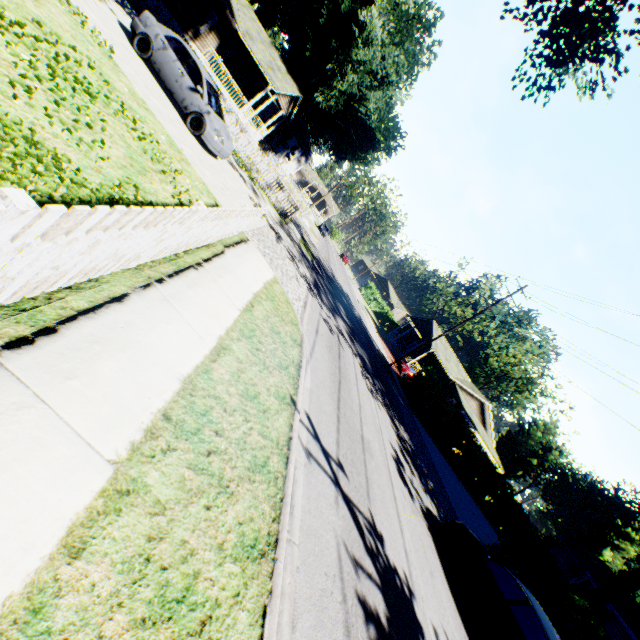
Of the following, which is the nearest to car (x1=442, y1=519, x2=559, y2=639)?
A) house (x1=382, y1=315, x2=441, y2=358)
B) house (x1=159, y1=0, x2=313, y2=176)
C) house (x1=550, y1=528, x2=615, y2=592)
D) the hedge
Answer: house (x1=550, y1=528, x2=615, y2=592)

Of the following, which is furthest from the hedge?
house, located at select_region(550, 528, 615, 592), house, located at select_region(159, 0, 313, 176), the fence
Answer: the fence

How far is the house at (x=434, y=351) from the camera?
37.72m

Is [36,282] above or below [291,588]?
above

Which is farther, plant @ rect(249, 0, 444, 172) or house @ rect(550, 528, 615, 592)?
plant @ rect(249, 0, 444, 172)

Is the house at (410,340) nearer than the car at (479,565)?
No

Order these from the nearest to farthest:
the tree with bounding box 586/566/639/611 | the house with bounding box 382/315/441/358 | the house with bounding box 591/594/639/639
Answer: the tree with bounding box 586/566/639/611 → the house with bounding box 591/594/639/639 → the house with bounding box 382/315/441/358

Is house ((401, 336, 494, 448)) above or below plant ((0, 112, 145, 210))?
above
